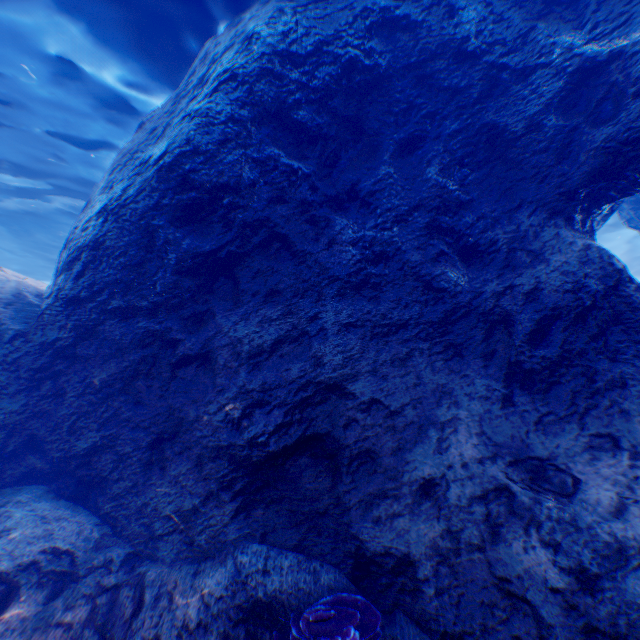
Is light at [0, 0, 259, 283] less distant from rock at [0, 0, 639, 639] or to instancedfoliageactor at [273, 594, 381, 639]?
rock at [0, 0, 639, 639]

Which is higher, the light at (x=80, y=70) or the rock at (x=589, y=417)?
the light at (x=80, y=70)

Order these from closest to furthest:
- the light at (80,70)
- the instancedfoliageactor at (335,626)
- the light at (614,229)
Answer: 1. the instancedfoliageactor at (335,626)
2. the light at (80,70)
3. the light at (614,229)

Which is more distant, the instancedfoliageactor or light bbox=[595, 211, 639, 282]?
light bbox=[595, 211, 639, 282]

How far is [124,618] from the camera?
3.31m

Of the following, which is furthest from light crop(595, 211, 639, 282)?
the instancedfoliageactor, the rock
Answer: the instancedfoliageactor
